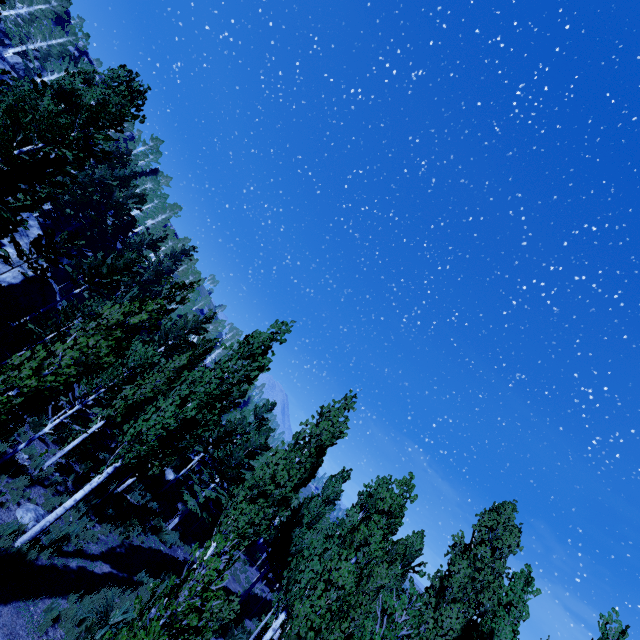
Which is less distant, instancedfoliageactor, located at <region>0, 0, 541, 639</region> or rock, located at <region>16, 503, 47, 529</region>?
instancedfoliageactor, located at <region>0, 0, 541, 639</region>

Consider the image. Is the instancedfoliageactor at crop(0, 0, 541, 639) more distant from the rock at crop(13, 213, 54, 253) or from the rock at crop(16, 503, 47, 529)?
the rock at crop(16, 503, 47, 529)

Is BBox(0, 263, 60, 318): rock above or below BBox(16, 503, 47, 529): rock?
above

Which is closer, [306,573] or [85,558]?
[85,558]

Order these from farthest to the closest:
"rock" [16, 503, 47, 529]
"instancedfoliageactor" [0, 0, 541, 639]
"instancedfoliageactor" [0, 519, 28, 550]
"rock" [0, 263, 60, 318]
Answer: "rock" [0, 263, 60, 318]
"rock" [16, 503, 47, 529]
"instancedfoliageactor" [0, 519, 28, 550]
"instancedfoliageactor" [0, 0, 541, 639]

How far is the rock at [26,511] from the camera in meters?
10.6

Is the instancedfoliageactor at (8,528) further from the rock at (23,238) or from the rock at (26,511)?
the rock at (26,511)

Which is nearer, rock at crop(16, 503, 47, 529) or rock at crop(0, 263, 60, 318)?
rock at crop(16, 503, 47, 529)
